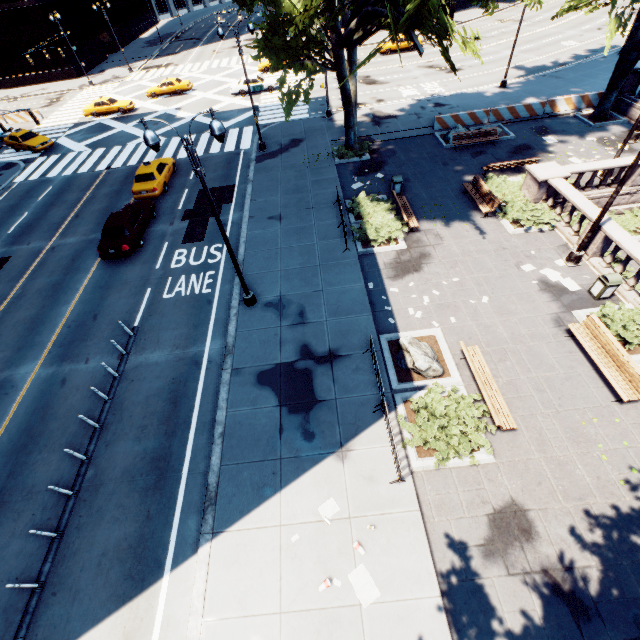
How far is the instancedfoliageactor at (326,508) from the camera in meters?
8.6 m

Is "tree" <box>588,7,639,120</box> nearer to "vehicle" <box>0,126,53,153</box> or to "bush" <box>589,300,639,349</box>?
"bush" <box>589,300,639,349</box>

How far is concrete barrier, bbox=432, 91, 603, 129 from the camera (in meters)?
23.00

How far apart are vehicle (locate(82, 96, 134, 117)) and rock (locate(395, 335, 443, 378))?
39.98m

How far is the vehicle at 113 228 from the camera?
16.9m

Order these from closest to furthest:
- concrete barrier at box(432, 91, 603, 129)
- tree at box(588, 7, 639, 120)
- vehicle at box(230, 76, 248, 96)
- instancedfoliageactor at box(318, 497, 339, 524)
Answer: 1. instancedfoliageactor at box(318, 497, 339, 524)
2. tree at box(588, 7, 639, 120)
3. concrete barrier at box(432, 91, 603, 129)
4. vehicle at box(230, 76, 248, 96)

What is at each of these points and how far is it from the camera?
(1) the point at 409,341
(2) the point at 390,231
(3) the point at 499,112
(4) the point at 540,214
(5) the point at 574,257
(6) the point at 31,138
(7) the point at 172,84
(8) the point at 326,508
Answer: (1) rock, 11.3m
(2) bush, 16.3m
(3) concrete barrier, 23.3m
(4) bush, 15.6m
(5) light, 13.6m
(6) vehicle, 29.6m
(7) vehicle, 36.4m
(8) instancedfoliageactor, 8.8m

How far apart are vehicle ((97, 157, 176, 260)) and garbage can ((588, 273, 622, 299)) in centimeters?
2123cm
